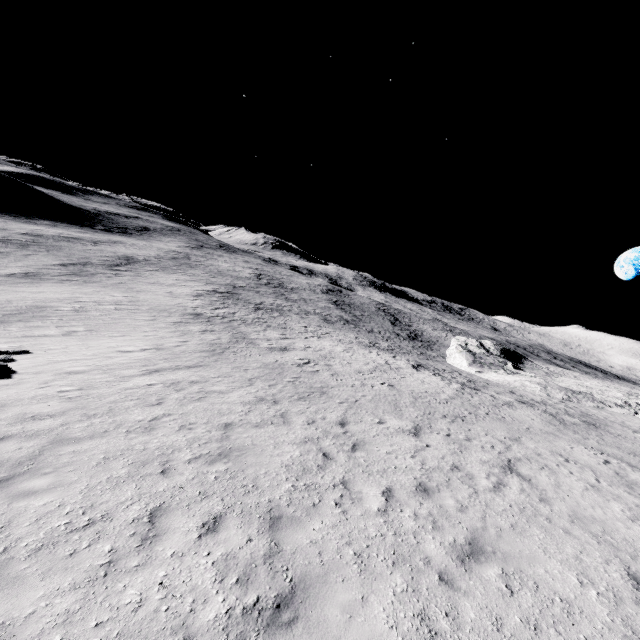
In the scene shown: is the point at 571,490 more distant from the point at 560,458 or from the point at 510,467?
the point at 560,458
